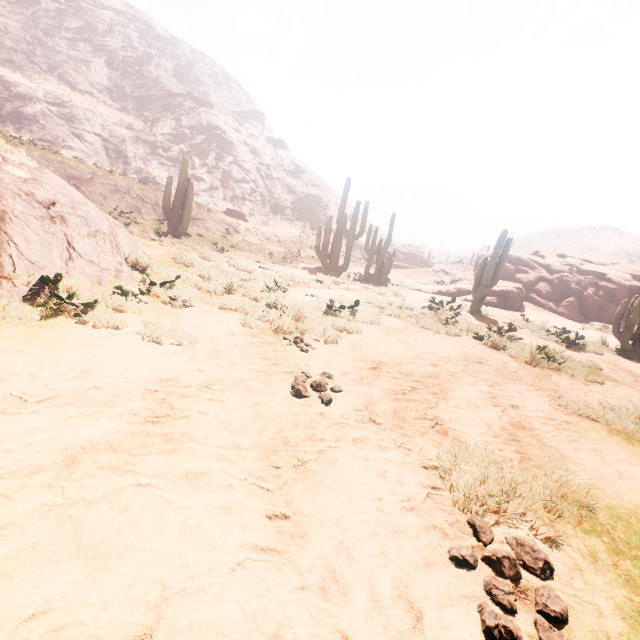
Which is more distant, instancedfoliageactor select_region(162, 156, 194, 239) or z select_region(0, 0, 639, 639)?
instancedfoliageactor select_region(162, 156, 194, 239)

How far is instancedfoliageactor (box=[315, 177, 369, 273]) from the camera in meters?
18.7

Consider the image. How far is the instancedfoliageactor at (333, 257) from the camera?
18.70m

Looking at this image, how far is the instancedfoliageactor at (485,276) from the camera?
12.9m

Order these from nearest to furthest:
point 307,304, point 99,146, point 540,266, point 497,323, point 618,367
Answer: point 307,304 < point 618,367 < point 497,323 < point 540,266 < point 99,146

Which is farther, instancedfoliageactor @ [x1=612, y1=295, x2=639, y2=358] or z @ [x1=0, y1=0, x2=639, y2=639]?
instancedfoliageactor @ [x1=612, y1=295, x2=639, y2=358]

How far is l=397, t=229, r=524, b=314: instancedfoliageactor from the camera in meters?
12.9

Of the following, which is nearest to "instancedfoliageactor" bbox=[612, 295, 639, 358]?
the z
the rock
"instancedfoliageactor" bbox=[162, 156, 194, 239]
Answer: the z
